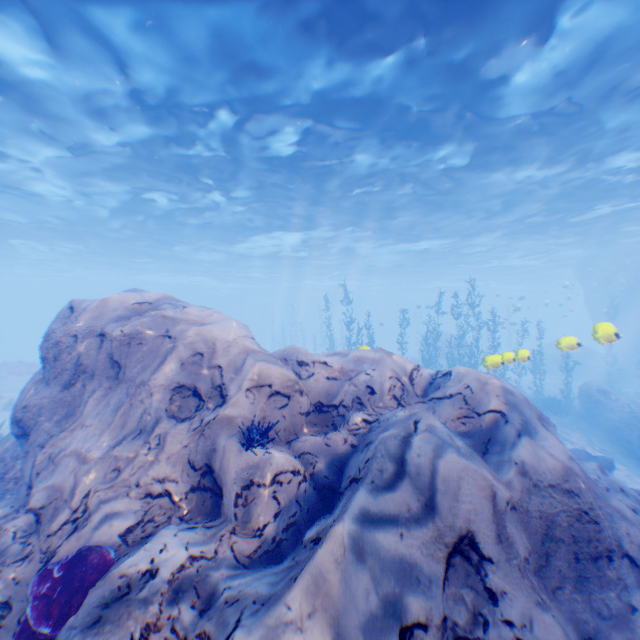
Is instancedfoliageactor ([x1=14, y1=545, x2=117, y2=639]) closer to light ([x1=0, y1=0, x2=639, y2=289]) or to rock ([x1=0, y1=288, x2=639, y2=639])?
rock ([x1=0, y1=288, x2=639, y2=639])

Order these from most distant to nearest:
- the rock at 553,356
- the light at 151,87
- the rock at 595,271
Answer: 1. the rock at 595,271
2. the rock at 553,356
3. the light at 151,87

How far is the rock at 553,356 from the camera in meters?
9.1 m

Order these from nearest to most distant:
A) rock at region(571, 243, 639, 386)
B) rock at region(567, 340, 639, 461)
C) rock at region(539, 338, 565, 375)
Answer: rock at region(539, 338, 565, 375) < rock at region(567, 340, 639, 461) < rock at region(571, 243, 639, 386)

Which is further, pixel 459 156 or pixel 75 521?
pixel 459 156
